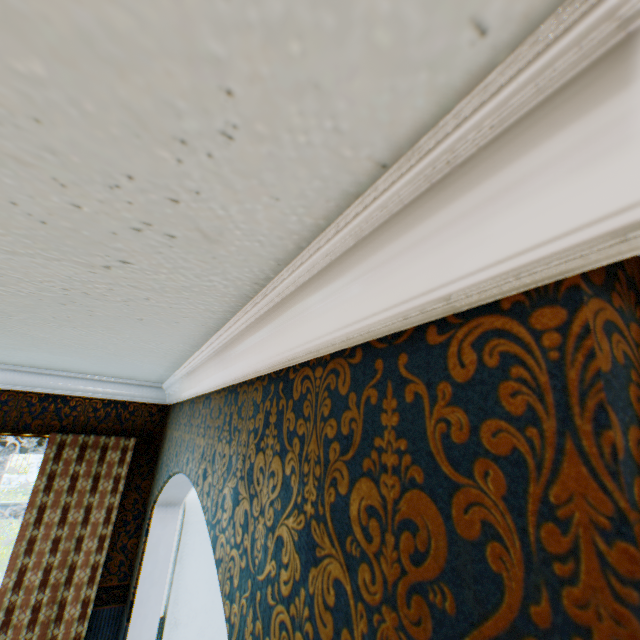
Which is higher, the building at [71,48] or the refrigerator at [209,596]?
the building at [71,48]

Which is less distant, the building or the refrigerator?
the building

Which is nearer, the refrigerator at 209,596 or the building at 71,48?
the building at 71,48

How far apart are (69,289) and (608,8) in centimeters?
138cm

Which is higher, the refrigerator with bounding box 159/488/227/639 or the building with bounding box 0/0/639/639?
the building with bounding box 0/0/639/639
